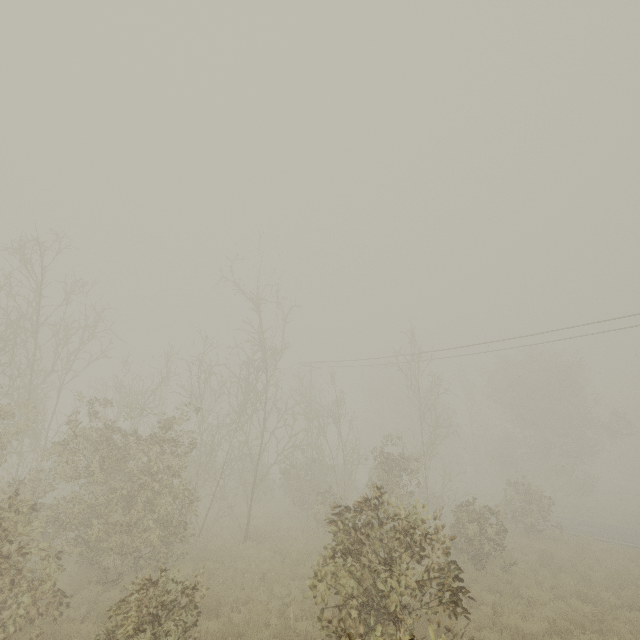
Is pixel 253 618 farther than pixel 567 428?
No
